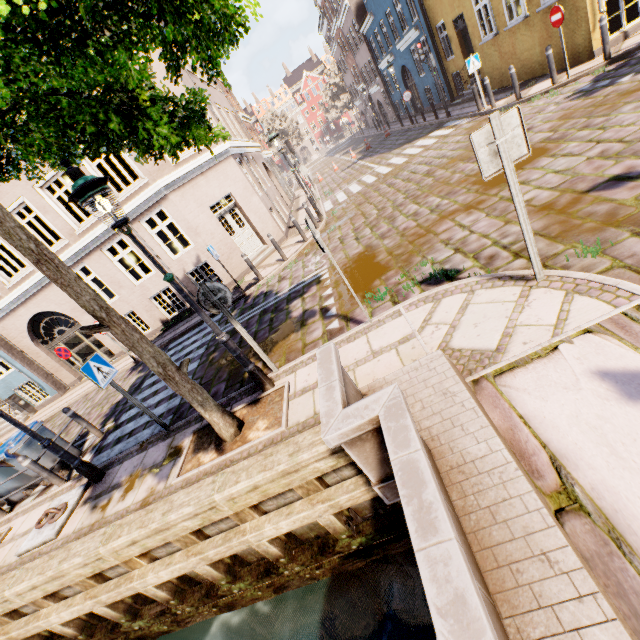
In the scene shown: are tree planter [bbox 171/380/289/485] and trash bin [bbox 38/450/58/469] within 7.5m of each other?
yes

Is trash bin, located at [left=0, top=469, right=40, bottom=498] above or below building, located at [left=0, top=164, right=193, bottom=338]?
below

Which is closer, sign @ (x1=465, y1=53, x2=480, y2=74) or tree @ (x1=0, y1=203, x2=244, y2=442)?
tree @ (x1=0, y1=203, x2=244, y2=442)

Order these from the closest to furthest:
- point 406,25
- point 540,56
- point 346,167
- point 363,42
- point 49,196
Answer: point 49,196
point 540,56
point 406,25
point 346,167
point 363,42

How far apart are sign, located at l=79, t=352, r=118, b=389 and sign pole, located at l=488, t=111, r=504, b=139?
6.5m

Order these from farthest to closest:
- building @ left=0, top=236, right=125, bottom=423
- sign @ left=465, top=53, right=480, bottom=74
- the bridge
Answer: building @ left=0, top=236, right=125, bottom=423 < sign @ left=465, top=53, right=480, bottom=74 < the bridge

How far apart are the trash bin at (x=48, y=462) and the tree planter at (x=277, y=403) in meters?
4.6 m

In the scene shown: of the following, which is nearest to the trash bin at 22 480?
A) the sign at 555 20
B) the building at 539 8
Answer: the building at 539 8
